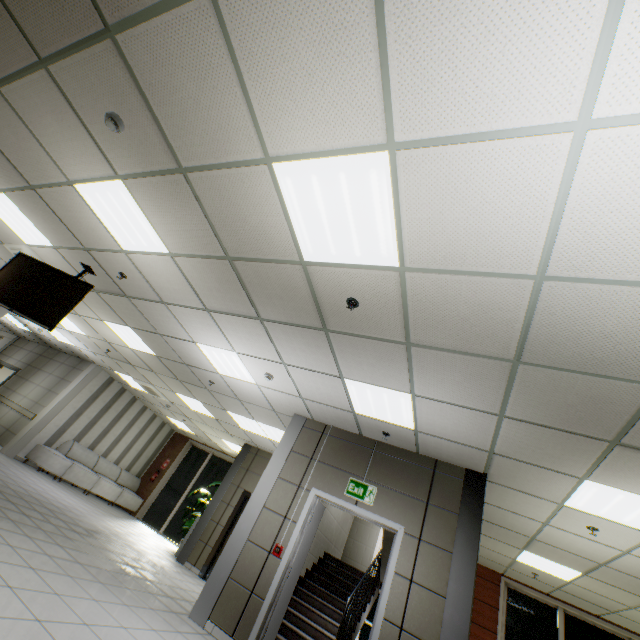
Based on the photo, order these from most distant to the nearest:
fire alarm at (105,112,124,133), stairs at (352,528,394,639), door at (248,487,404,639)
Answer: stairs at (352,528,394,639) → door at (248,487,404,639) → fire alarm at (105,112,124,133)

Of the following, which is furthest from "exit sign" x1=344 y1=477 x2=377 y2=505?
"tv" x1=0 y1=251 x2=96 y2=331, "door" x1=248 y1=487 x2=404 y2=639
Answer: "tv" x1=0 y1=251 x2=96 y2=331

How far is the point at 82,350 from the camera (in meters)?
10.51

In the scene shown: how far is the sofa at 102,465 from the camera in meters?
9.7

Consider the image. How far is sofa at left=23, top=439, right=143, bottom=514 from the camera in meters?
9.7 m

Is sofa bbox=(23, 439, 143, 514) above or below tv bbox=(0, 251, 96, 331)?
below

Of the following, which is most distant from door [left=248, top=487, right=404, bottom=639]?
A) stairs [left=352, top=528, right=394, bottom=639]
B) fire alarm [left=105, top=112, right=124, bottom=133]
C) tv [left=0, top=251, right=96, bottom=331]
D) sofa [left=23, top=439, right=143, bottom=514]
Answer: sofa [left=23, top=439, right=143, bottom=514]

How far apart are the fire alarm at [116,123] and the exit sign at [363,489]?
5.5 meters
